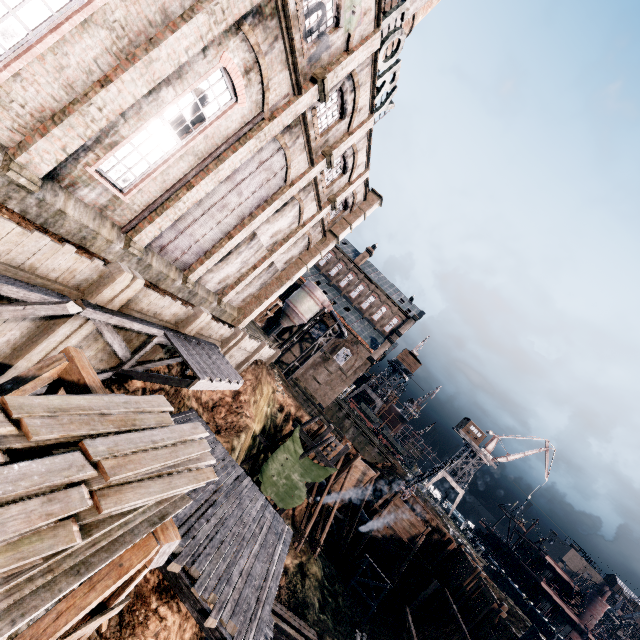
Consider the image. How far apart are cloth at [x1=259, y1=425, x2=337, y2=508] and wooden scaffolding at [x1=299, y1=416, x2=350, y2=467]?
0.0m

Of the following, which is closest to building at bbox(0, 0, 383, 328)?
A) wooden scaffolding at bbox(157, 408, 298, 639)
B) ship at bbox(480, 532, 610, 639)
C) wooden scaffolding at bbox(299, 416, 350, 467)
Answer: wooden scaffolding at bbox(157, 408, 298, 639)

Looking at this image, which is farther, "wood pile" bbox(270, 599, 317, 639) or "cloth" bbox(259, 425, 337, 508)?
"cloth" bbox(259, 425, 337, 508)

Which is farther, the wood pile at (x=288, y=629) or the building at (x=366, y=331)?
the building at (x=366, y=331)

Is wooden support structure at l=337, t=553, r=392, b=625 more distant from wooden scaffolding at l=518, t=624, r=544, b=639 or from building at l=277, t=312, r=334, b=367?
building at l=277, t=312, r=334, b=367

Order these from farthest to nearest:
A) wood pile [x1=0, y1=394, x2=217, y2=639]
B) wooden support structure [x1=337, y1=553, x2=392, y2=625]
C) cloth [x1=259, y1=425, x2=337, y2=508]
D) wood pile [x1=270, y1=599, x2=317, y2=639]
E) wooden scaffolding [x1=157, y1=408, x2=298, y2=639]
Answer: wooden support structure [x1=337, y1=553, x2=392, y2=625] → cloth [x1=259, y1=425, x2=337, y2=508] → wood pile [x1=270, y1=599, x2=317, y2=639] → wooden scaffolding [x1=157, y1=408, x2=298, y2=639] → wood pile [x1=0, y1=394, x2=217, y2=639]

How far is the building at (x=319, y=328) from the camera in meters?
53.9

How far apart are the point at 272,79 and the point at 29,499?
14.2m
